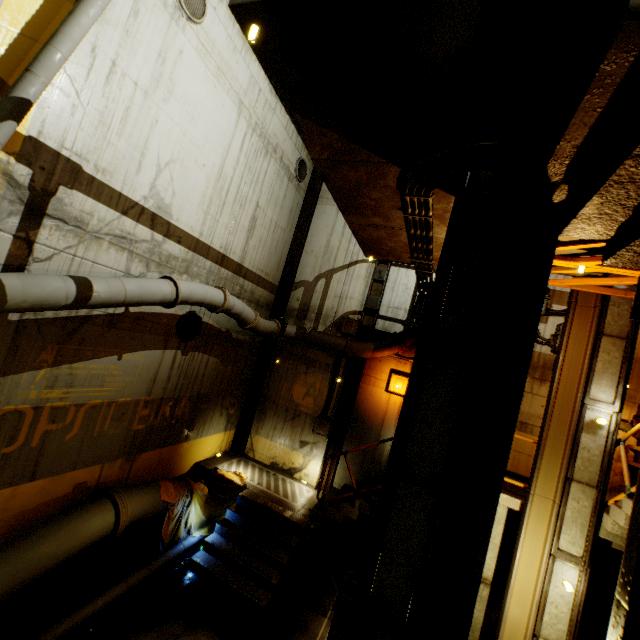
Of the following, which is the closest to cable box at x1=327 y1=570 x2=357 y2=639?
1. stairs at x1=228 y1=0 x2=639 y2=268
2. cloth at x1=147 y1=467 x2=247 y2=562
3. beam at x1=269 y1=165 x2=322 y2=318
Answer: stairs at x1=228 y1=0 x2=639 y2=268

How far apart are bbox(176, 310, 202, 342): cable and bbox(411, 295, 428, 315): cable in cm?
635

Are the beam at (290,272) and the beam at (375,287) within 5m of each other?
yes

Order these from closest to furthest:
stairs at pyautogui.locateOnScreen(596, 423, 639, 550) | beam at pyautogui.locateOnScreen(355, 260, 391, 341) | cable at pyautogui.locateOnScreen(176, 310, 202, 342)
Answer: stairs at pyautogui.locateOnScreen(596, 423, 639, 550) < cable at pyautogui.locateOnScreen(176, 310, 202, 342) < beam at pyautogui.locateOnScreen(355, 260, 391, 341)

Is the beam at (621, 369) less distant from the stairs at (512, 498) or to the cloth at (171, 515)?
the stairs at (512, 498)

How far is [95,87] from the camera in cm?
522

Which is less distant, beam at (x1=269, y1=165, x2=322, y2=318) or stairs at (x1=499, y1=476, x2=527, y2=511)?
stairs at (x1=499, y1=476, x2=527, y2=511)

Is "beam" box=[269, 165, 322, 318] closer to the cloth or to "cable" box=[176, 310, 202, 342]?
the cloth
